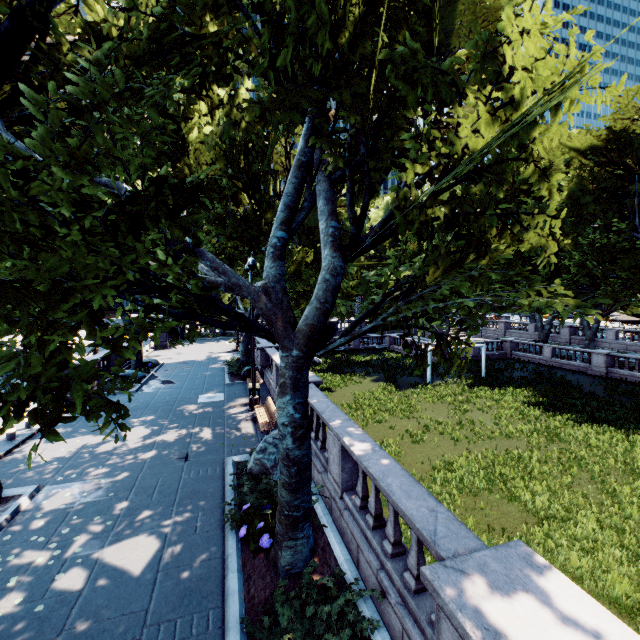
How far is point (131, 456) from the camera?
11.0m

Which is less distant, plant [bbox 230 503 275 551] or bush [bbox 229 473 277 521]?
plant [bbox 230 503 275 551]

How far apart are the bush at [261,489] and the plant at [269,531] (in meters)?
0.05

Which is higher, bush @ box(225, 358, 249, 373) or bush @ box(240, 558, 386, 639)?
bush @ box(225, 358, 249, 373)

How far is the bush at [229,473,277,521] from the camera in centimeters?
756cm

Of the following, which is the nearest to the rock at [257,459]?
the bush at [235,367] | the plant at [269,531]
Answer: the plant at [269,531]

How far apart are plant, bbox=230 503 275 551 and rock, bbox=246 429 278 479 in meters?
1.5

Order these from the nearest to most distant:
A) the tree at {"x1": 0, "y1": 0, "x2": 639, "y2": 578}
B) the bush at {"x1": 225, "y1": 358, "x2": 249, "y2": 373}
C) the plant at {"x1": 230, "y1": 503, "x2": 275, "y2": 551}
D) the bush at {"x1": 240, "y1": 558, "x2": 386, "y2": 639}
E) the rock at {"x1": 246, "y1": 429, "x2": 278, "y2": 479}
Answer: the tree at {"x1": 0, "y1": 0, "x2": 639, "y2": 578} → the bush at {"x1": 240, "y1": 558, "x2": 386, "y2": 639} → the plant at {"x1": 230, "y1": 503, "x2": 275, "y2": 551} → the rock at {"x1": 246, "y1": 429, "x2": 278, "y2": 479} → the bush at {"x1": 225, "y1": 358, "x2": 249, "y2": 373}
